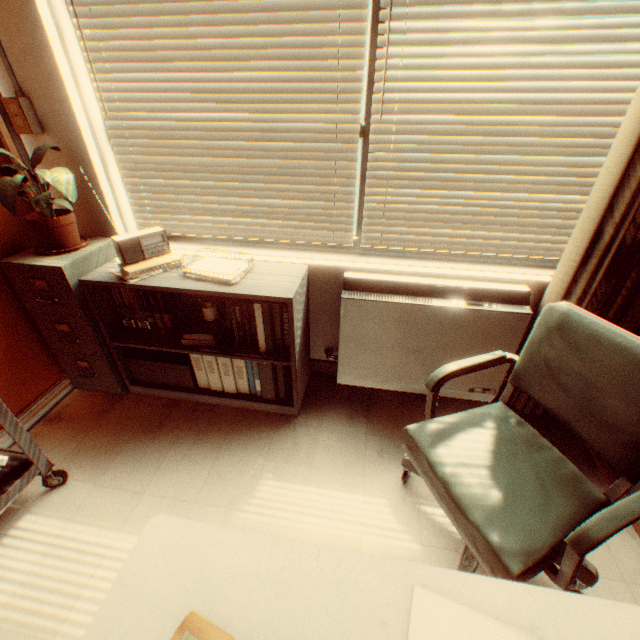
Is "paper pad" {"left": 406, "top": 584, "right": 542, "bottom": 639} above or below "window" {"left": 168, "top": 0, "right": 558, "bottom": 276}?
below

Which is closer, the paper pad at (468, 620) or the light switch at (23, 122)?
the paper pad at (468, 620)

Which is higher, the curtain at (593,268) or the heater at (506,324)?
the curtain at (593,268)

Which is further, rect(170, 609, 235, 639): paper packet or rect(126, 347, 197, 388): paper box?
rect(126, 347, 197, 388): paper box

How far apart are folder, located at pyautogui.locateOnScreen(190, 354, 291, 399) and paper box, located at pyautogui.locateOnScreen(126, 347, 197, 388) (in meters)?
0.05

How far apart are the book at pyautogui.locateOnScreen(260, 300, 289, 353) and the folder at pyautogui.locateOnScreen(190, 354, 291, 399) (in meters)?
0.04

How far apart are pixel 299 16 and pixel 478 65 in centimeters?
98cm

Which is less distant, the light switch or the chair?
the chair
